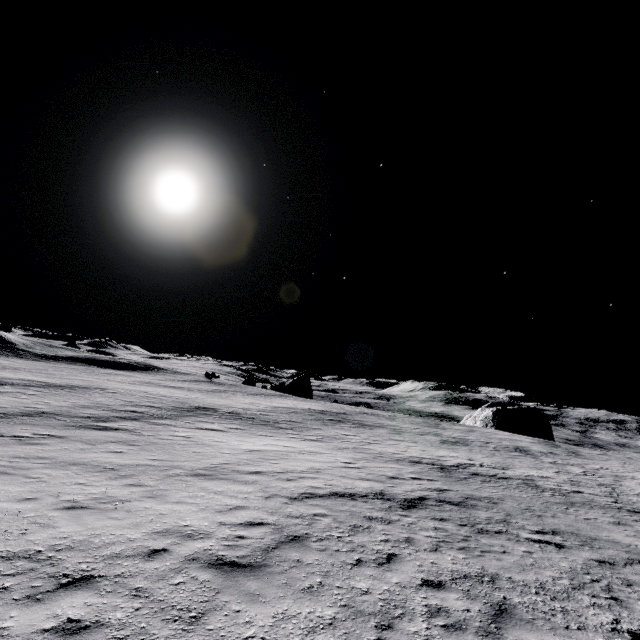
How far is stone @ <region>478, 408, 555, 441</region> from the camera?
55.2 meters

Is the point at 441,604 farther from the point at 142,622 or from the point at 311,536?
the point at 142,622

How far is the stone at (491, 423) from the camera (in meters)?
55.16
